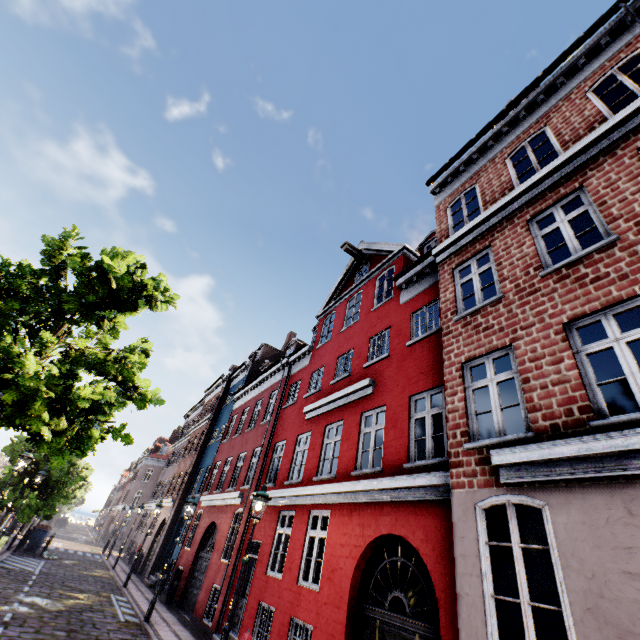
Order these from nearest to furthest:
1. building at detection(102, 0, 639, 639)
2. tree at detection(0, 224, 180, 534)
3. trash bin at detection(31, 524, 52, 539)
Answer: building at detection(102, 0, 639, 639)
tree at detection(0, 224, 180, 534)
trash bin at detection(31, 524, 52, 539)

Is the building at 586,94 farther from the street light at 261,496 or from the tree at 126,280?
the tree at 126,280

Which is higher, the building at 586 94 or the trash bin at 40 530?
the building at 586 94

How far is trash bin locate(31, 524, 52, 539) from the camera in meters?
20.7 m

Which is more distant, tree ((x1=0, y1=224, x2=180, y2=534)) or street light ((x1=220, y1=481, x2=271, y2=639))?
tree ((x1=0, y1=224, x2=180, y2=534))

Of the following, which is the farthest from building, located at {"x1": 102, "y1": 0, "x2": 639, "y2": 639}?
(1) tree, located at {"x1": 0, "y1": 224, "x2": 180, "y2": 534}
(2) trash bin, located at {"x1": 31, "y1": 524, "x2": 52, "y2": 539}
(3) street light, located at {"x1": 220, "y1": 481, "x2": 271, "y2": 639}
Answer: (2) trash bin, located at {"x1": 31, "y1": 524, "x2": 52, "y2": 539}

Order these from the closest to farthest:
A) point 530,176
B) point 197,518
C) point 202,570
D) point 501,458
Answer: point 501,458 → point 530,176 → point 202,570 → point 197,518

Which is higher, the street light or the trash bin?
the street light
